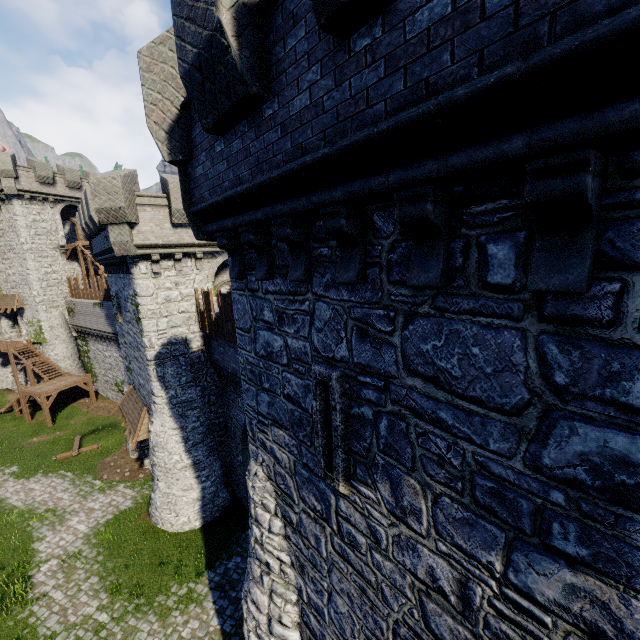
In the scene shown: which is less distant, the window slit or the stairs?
the window slit

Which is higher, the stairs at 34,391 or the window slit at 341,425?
the window slit at 341,425

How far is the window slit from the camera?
4.28m

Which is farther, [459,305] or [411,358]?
[411,358]

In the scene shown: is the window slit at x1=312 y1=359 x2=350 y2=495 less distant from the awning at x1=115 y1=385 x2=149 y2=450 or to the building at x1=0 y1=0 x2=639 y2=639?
the building at x1=0 y1=0 x2=639 y2=639

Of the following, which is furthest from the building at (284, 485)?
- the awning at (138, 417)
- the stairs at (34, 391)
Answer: the stairs at (34, 391)

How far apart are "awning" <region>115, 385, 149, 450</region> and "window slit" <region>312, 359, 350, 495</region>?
15.46m

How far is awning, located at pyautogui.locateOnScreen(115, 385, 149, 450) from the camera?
16.97m
